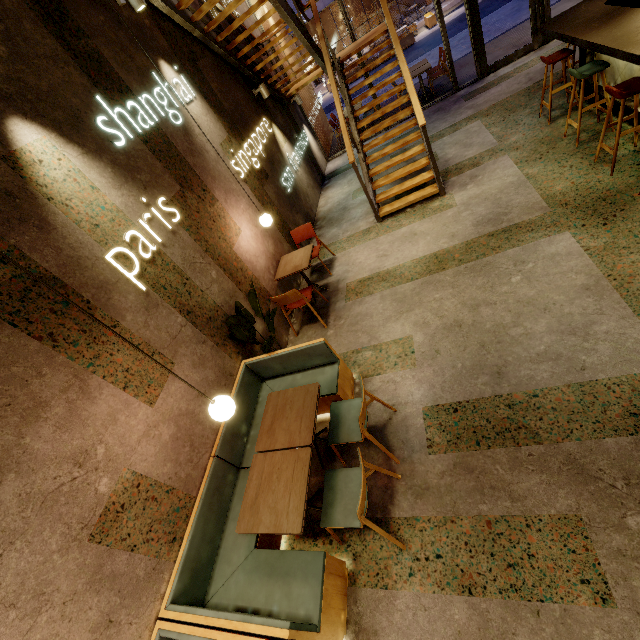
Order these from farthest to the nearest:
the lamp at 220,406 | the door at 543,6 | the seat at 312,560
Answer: the door at 543,6 → the seat at 312,560 → the lamp at 220,406

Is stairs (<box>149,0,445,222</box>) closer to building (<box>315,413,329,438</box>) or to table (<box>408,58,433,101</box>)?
building (<box>315,413,329,438</box>)

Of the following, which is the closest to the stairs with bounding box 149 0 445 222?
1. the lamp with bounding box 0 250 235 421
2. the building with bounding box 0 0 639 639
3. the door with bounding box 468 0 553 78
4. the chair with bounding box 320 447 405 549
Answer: the building with bounding box 0 0 639 639

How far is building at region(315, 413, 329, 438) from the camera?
3.72m

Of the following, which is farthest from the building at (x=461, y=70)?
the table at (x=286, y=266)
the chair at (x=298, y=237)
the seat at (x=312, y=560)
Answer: the seat at (x=312, y=560)

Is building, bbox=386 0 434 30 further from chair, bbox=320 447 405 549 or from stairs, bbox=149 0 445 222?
chair, bbox=320 447 405 549

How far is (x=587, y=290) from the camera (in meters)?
3.28

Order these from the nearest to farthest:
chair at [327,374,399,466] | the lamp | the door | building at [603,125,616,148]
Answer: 1. the lamp
2. chair at [327,374,399,466]
3. building at [603,125,616,148]
4. the door
